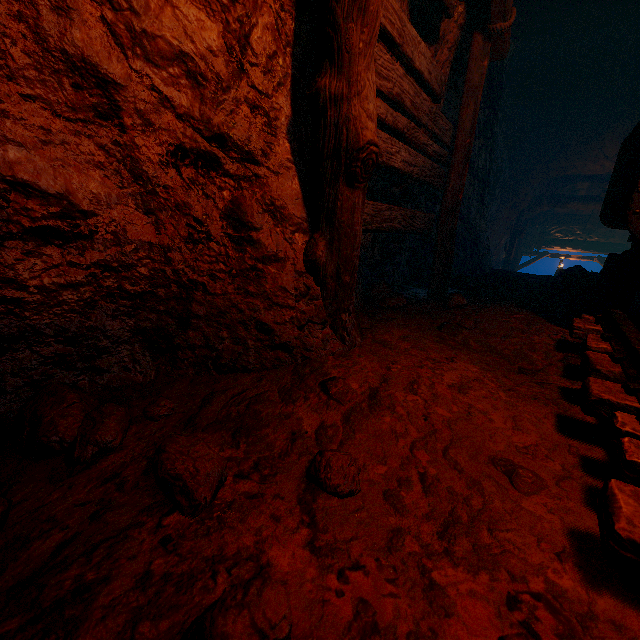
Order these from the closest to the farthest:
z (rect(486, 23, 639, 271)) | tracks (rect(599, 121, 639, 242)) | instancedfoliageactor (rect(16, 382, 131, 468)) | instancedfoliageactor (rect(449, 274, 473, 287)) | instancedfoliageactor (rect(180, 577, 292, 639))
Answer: instancedfoliageactor (rect(180, 577, 292, 639)) < instancedfoliageactor (rect(16, 382, 131, 468)) < tracks (rect(599, 121, 639, 242)) < instancedfoliageactor (rect(449, 274, 473, 287)) < z (rect(486, 23, 639, 271))

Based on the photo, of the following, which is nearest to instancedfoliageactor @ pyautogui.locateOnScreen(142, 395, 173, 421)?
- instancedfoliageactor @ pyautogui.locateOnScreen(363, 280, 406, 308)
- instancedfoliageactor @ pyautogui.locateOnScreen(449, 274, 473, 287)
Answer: instancedfoliageactor @ pyautogui.locateOnScreen(363, 280, 406, 308)

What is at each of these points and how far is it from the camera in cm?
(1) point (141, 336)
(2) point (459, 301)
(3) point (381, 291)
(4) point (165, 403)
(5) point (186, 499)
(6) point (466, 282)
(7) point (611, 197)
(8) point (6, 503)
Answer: (1) burlap sack, 169
(2) instancedfoliageactor, 345
(3) instancedfoliageactor, 386
(4) instancedfoliageactor, 142
(5) instancedfoliageactor, 92
(6) instancedfoliageactor, 535
(7) tracks, 288
(8) instancedfoliageactor, 87

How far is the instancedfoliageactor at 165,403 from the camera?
1.4m

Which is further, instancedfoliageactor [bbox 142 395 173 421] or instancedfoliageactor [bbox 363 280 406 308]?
instancedfoliageactor [bbox 363 280 406 308]

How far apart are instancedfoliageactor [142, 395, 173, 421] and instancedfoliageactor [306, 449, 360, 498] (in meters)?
0.72

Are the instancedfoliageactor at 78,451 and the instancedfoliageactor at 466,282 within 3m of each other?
no
